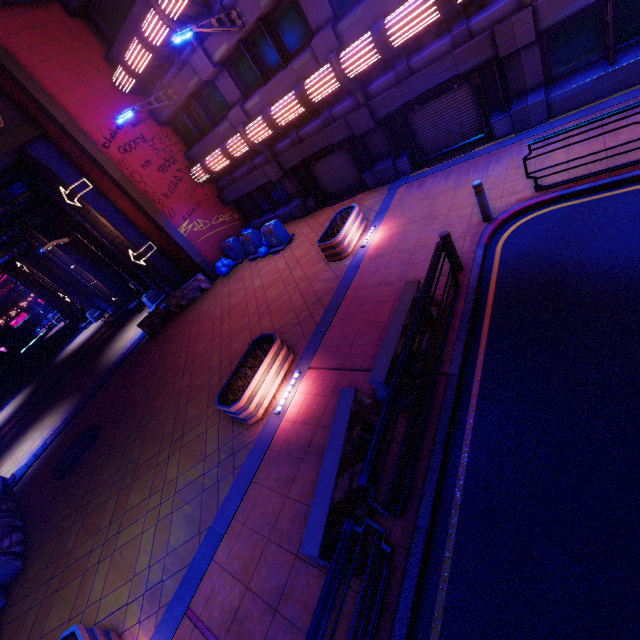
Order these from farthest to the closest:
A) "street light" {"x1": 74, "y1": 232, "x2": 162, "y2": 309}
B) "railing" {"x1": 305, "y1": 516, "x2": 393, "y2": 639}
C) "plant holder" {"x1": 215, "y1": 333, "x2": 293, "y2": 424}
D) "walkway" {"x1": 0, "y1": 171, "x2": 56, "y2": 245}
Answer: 1. "street light" {"x1": 74, "y1": 232, "x2": 162, "y2": 309}
2. "walkway" {"x1": 0, "y1": 171, "x2": 56, "y2": 245}
3. "plant holder" {"x1": 215, "y1": 333, "x2": 293, "y2": 424}
4. "railing" {"x1": 305, "y1": 516, "x2": 393, "y2": 639}

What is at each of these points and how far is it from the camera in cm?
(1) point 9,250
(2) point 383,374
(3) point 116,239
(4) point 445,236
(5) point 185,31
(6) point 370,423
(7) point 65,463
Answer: (1) walkway, 2273
(2) fence, 542
(3) tunnel, 1734
(4) post, 686
(5) street light, 946
(6) fence, 552
(7) manhole, 1187

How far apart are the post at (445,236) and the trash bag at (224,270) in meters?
12.3 m

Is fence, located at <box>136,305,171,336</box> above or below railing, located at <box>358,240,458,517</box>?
below

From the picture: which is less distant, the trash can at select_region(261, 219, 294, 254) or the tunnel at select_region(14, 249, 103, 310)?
the trash can at select_region(261, 219, 294, 254)

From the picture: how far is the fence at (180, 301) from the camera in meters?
16.9

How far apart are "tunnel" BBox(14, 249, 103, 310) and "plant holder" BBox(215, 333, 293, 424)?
28.3 meters

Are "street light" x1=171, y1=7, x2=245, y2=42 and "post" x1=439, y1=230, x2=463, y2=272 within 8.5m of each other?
no
